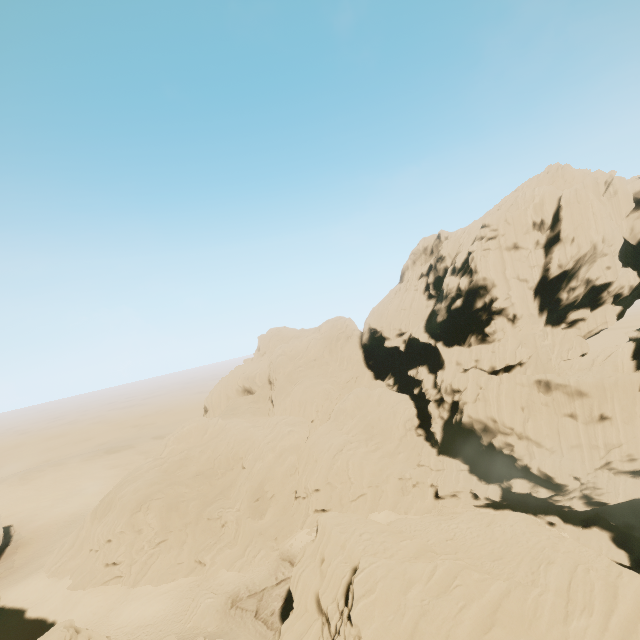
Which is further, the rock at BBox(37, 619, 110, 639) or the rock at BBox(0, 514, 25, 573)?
the rock at BBox(0, 514, 25, 573)

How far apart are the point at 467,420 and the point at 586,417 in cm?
1208

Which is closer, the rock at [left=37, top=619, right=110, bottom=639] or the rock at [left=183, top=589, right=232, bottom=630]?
the rock at [left=37, top=619, right=110, bottom=639]

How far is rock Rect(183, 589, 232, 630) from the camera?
32.4 meters

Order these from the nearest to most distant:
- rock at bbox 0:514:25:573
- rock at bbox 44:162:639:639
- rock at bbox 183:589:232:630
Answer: rock at bbox 44:162:639:639
rock at bbox 183:589:232:630
rock at bbox 0:514:25:573

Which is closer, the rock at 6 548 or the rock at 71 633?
the rock at 71 633
